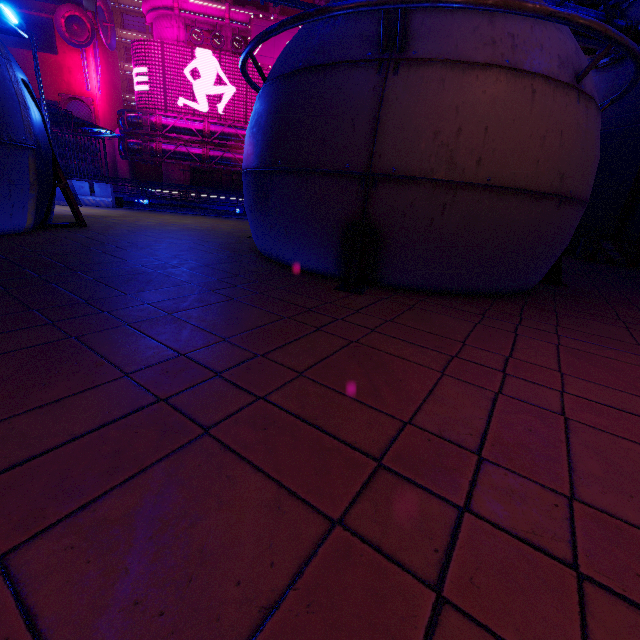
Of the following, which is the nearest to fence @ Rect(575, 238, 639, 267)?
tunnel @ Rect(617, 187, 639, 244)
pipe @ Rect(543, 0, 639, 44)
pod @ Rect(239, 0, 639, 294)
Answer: tunnel @ Rect(617, 187, 639, 244)

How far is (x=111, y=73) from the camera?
44.8 meters

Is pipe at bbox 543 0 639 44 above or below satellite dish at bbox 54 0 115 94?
below

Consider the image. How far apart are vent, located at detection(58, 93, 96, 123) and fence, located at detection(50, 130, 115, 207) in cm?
3777

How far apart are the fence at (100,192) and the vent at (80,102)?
37.8 meters

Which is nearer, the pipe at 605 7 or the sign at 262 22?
the pipe at 605 7

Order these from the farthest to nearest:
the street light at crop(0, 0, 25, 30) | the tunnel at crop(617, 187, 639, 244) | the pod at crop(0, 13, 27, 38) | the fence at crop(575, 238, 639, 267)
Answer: the tunnel at crop(617, 187, 639, 244) → the fence at crop(575, 238, 639, 267) → the street light at crop(0, 0, 25, 30) → the pod at crop(0, 13, 27, 38)

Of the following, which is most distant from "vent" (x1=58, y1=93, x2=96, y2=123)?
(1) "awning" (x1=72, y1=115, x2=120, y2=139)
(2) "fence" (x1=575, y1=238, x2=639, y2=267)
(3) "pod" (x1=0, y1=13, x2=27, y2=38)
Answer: (2) "fence" (x1=575, y1=238, x2=639, y2=267)
